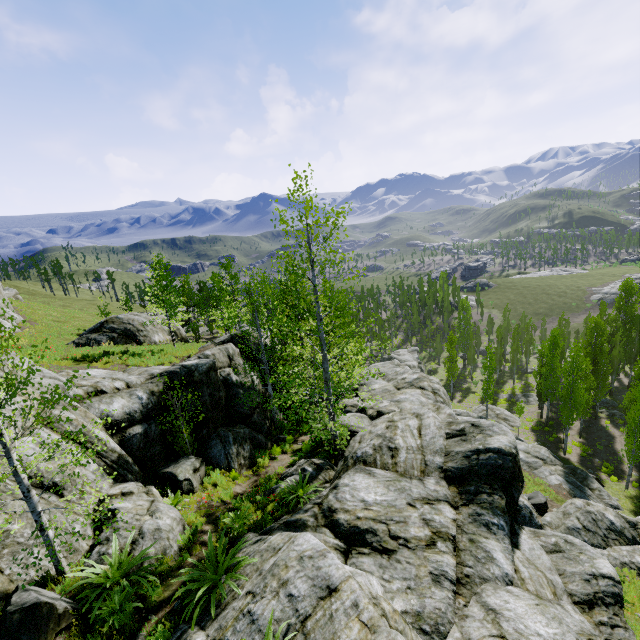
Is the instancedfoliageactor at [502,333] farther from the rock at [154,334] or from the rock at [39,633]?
the rock at [154,334]

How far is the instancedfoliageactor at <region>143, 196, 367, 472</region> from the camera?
11.7 meters

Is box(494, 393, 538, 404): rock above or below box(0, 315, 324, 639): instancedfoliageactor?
below

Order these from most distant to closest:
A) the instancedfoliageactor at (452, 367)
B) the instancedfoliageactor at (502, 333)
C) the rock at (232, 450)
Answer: the instancedfoliageactor at (452, 367)
the instancedfoliageactor at (502, 333)
the rock at (232, 450)

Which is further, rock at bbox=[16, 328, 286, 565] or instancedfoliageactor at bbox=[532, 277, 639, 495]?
instancedfoliageactor at bbox=[532, 277, 639, 495]

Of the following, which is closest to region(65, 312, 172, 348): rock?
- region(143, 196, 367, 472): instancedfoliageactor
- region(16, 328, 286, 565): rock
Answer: region(16, 328, 286, 565): rock

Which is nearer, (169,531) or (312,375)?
(169,531)
